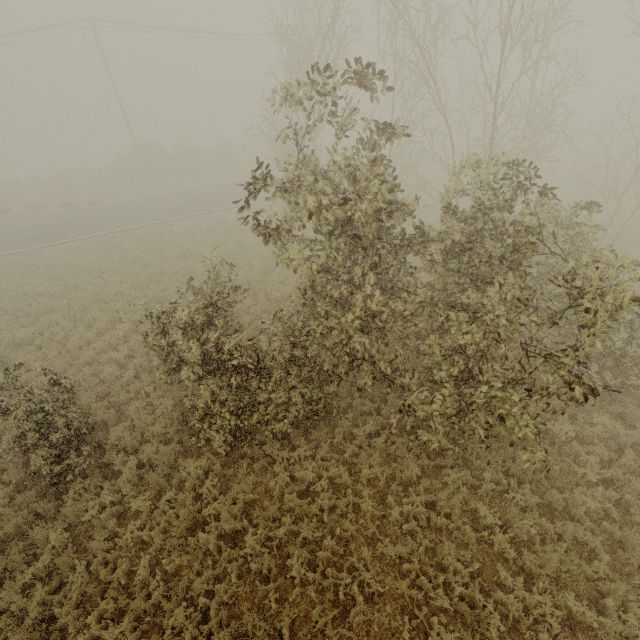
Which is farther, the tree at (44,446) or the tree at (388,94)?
the tree at (44,446)

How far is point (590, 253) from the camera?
7.9 meters

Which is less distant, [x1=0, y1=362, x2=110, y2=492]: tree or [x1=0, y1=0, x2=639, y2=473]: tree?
[x1=0, y1=0, x2=639, y2=473]: tree
